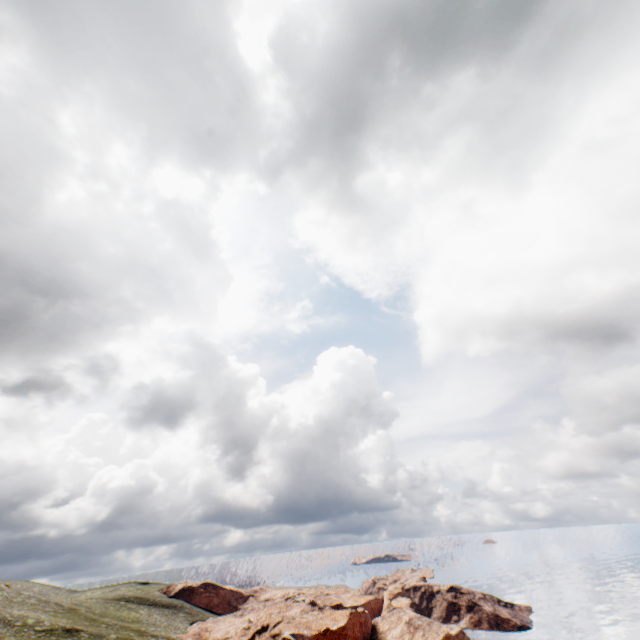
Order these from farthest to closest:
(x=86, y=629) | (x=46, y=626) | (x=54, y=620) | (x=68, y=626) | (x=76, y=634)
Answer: (x=86, y=629)
(x=54, y=620)
(x=68, y=626)
(x=76, y=634)
(x=46, y=626)
